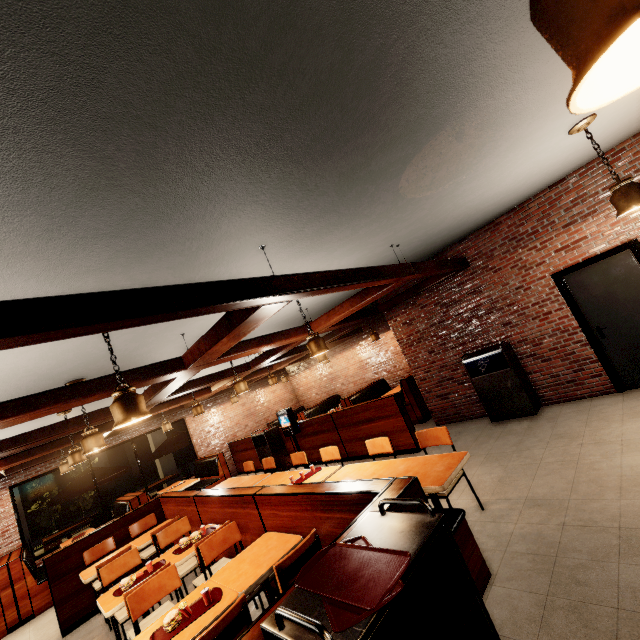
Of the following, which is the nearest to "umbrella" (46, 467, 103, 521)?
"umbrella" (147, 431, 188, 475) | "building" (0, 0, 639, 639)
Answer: "building" (0, 0, 639, 639)

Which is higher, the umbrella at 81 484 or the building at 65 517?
the umbrella at 81 484

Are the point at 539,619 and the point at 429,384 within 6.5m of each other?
yes

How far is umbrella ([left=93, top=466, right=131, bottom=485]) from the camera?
9.75m

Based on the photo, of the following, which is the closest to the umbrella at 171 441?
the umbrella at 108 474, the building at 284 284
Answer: the building at 284 284

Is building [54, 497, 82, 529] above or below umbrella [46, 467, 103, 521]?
below
